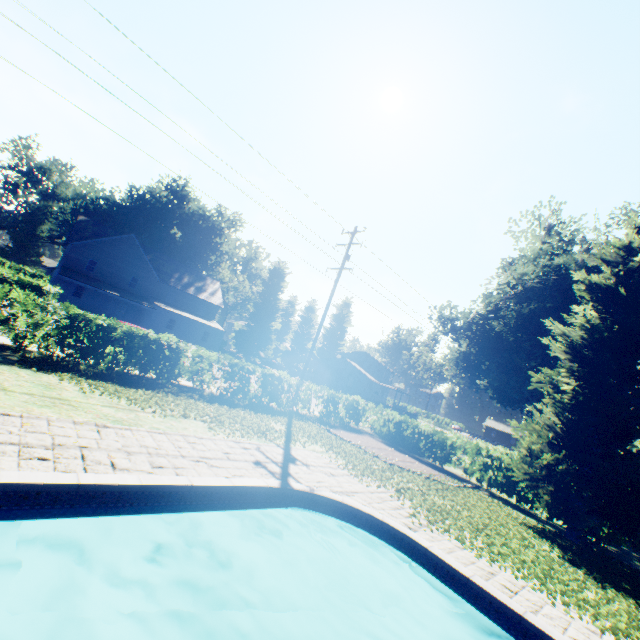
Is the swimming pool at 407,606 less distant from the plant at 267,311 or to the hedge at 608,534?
the plant at 267,311

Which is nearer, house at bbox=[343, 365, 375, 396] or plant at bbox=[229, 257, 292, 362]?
plant at bbox=[229, 257, 292, 362]

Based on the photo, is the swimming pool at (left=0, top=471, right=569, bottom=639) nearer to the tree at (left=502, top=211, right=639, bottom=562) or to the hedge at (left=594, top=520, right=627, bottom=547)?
the tree at (left=502, top=211, right=639, bottom=562)

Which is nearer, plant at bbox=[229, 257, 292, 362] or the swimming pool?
the swimming pool

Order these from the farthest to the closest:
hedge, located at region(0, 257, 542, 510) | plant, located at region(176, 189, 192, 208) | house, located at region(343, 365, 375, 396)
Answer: house, located at region(343, 365, 375, 396), plant, located at region(176, 189, 192, 208), hedge, located at region(0, 257, 542, 510)

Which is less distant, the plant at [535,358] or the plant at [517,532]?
the plant at [517,532]

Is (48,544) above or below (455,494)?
below
